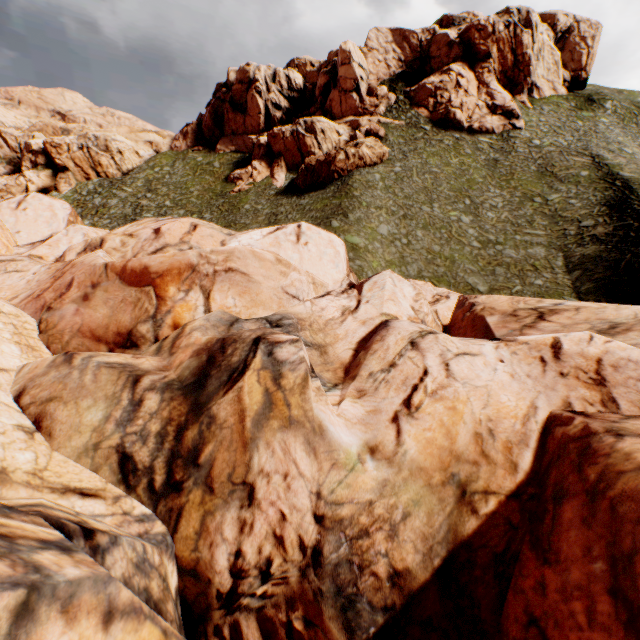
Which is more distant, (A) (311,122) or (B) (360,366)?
(A) (311,122)
